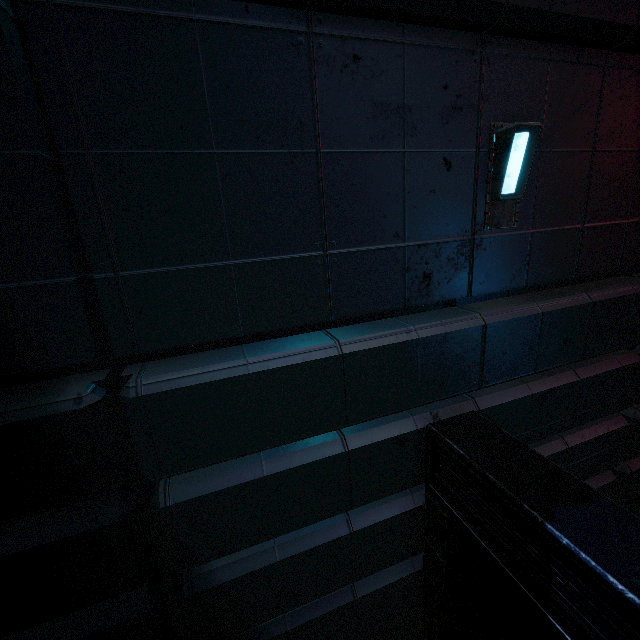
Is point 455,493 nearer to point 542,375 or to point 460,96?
point 542,375
